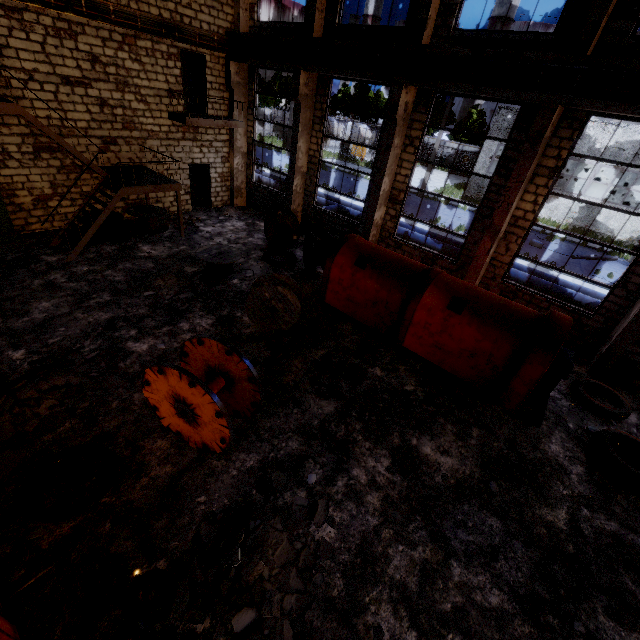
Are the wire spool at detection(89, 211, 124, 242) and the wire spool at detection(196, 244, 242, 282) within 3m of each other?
no

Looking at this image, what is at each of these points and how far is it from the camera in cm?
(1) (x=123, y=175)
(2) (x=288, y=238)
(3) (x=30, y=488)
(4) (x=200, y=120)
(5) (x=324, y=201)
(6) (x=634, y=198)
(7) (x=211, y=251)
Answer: (1) stairs, 1219
(2) wire spool, 1405
(3) wire roll, 501
(4) elevated walkway, 1356
(5) pipe, 1894
(6) boiler tank, 2984
(7) wire spool, 1134

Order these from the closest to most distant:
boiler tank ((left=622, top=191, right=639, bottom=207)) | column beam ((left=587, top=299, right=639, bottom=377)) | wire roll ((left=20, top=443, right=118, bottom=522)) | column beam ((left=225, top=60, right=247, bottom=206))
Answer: wire roll ((left=20, top=443, right=118, bottom=522)) < column beam ((left=587, top=299, right=639, bottom=377)) < column beam ((left=225, top=60, right=247, bottom=206)) < boiler tank ((left=622, top=191, right=639, bottom=207))

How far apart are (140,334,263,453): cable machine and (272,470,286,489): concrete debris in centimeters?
85cm

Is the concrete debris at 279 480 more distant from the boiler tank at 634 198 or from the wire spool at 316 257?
the boiler tank at 634 198

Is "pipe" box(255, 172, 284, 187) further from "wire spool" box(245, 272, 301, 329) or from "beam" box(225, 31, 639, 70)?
"wire spool" box(245, 272, 301, 329)

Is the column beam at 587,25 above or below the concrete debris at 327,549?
above

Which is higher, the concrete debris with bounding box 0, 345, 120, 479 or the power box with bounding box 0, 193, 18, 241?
the power box with bounding box 0, 193, 18, 241
